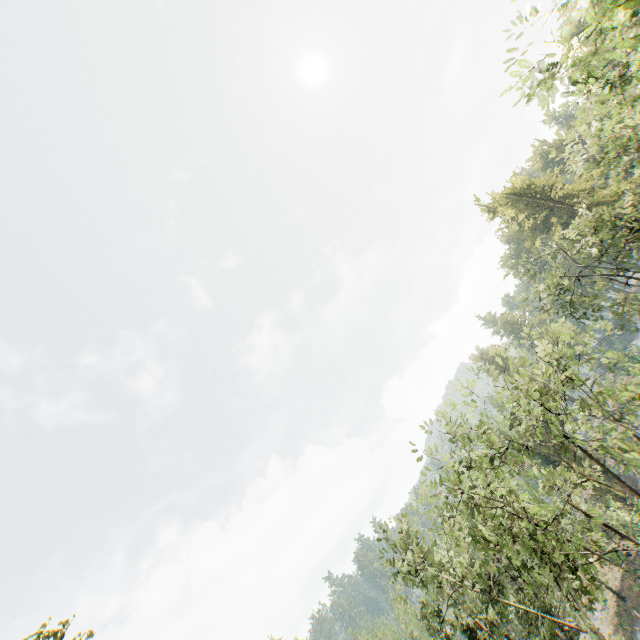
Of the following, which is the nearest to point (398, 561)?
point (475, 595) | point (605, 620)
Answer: point (475, 595)

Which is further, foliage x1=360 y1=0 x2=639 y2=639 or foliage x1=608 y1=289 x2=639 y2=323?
foliage x1=608 y1=289 x2=639 y2=323

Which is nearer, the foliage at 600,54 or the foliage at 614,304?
the foliage at 600,54
